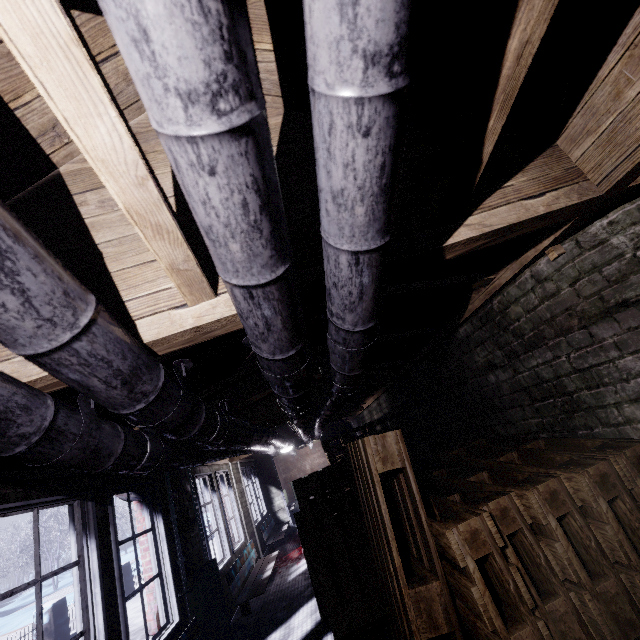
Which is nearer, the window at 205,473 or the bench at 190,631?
the bench at 190,631

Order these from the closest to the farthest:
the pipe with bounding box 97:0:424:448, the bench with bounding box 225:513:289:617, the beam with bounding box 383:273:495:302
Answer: the pipe with bounding box 97:0:424:448, the beam with bounding box 383:273:495:302, the bench with bounding box 225:513:289:617

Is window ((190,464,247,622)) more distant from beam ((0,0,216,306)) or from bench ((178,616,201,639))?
beam ((0,0,216,306))

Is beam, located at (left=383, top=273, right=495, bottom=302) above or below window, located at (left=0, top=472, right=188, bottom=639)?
above

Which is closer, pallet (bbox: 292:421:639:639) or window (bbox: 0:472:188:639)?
pallet (bbox: 292:421:639:639)

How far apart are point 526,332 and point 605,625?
1.36m

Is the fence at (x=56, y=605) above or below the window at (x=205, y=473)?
below

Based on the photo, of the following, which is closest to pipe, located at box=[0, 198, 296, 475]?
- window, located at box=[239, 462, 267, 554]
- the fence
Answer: window, located at box=[239, 462, 267, 554]
